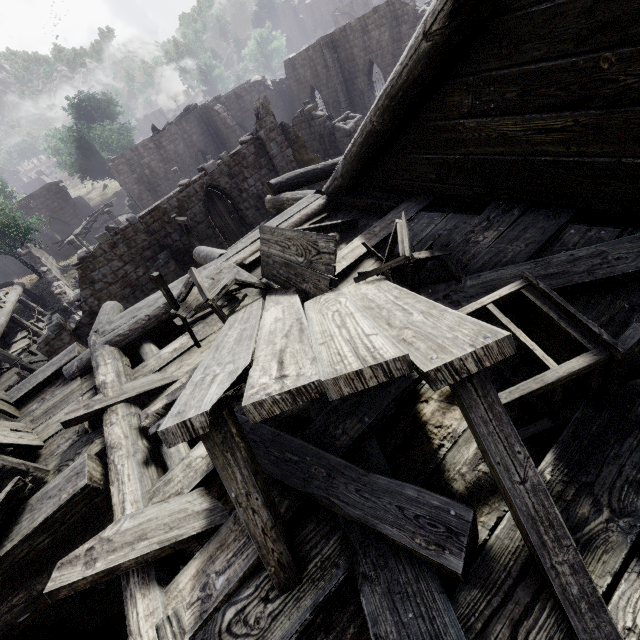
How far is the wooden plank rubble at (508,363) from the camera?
2.0 meters

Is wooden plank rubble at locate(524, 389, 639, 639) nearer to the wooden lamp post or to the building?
the building

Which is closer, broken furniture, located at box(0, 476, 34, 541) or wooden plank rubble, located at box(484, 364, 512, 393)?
wooden plank rubble, located at box(484, 364, 512, 393)

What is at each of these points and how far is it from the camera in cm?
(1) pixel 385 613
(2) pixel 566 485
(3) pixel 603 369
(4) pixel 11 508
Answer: (1) wooden plank rubble, 142
(2) wooden plank rubble, 148
(3) broken furniture, 149
(4) broken furniture, 275

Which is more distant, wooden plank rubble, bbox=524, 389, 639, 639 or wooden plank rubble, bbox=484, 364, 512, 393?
wooden plank rubble, bbox=484, 364, 512, 393

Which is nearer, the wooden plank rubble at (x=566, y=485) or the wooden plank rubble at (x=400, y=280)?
the wooden plank rubble at (x=566, y=485)

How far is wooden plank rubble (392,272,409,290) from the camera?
3.1m
